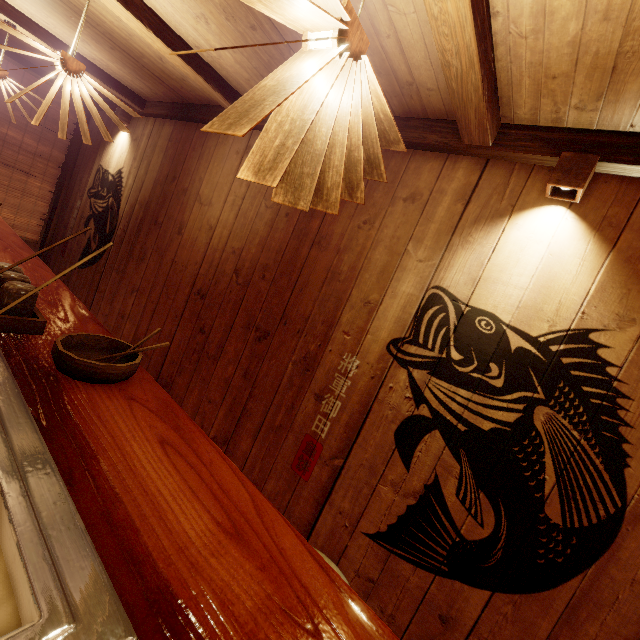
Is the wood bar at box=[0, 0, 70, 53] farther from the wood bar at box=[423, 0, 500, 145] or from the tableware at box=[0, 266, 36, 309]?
the wood bar at box=[423, 0, 500, 145]

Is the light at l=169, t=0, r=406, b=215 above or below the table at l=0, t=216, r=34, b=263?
above

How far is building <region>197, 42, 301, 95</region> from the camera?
3.3m

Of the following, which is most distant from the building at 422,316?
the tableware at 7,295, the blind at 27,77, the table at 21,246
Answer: the tableware at 7,295

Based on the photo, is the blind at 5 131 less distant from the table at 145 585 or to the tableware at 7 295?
the table at 145 585

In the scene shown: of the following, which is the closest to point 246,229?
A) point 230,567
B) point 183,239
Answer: point 183,239

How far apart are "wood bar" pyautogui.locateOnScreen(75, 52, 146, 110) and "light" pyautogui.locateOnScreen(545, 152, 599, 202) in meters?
7.8 m

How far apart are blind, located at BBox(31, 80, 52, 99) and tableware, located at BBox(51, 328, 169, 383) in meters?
9.4 m
